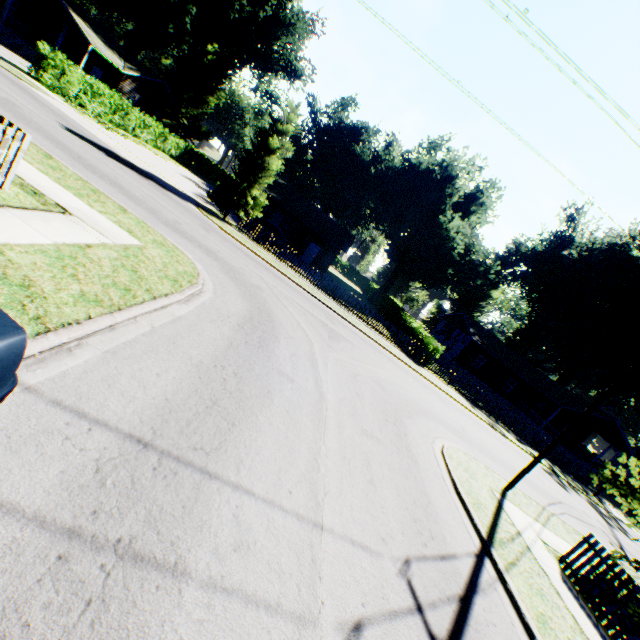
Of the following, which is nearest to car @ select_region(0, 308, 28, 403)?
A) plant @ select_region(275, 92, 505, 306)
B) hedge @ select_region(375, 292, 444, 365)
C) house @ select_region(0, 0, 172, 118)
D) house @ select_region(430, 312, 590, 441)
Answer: plant @ select_region(275, 92, 505, 306)

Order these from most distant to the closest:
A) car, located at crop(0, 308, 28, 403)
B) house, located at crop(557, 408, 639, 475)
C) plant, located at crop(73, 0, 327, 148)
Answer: plant, located at crop(73, 0, 327, 148) → house, located at crop(557, 408, 639, 475) → car, located at crop(0, 308, 28, 403)

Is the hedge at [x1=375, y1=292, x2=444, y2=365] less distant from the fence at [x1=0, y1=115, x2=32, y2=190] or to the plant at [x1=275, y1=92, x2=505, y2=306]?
the plant at [x1=275, y1=92, x2=505, y2=306]

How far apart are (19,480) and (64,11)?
43.37m

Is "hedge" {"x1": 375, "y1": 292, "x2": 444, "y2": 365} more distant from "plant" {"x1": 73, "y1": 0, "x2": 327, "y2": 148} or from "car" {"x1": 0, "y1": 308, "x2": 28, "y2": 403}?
"plant" {"x1": 73, "y1": 0, "x2": 327, "y2": 148}

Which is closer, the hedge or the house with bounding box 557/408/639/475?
the hedge

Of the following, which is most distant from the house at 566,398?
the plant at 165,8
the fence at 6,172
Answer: the plant at 165,8

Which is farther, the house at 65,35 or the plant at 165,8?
the plant at 165,8
